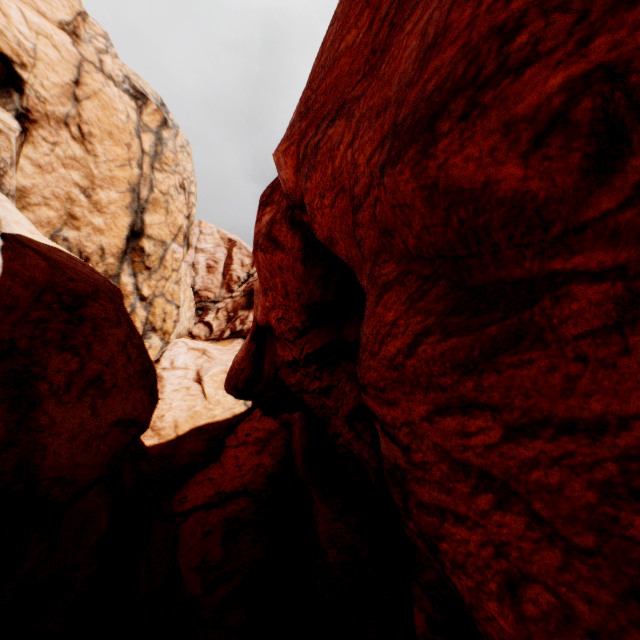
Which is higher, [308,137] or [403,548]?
[308,137]
